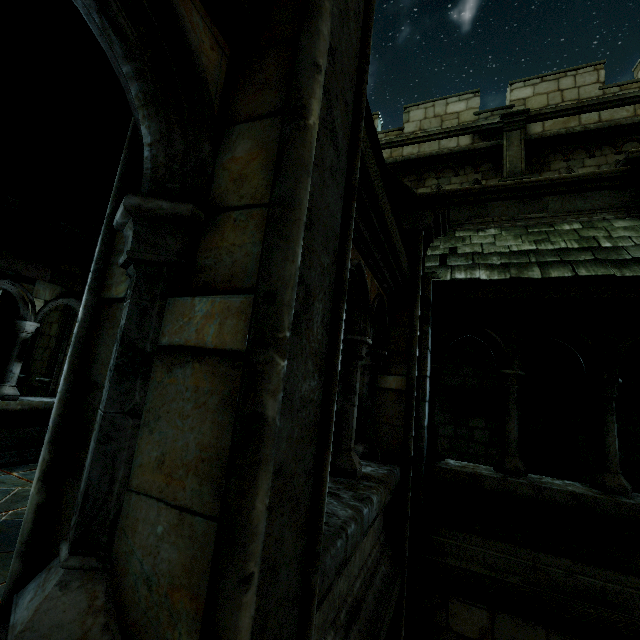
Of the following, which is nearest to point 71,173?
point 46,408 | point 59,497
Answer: point 46,408

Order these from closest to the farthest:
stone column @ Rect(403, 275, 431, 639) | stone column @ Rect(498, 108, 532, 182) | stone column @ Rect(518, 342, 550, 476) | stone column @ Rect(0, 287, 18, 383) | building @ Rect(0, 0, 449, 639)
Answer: building @ Rect(0, 0, 449, 639)
stone column @ Rect(403, 275, 431, 639)
stone column @ Rect(518, 342, 550, 476)
stone column @ Rect(0, 287, 18, 383)
stone column @ Rect(498, 108, 532, 182)

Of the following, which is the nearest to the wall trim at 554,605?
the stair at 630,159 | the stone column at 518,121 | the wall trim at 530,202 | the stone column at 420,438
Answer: the stone column at 420,438

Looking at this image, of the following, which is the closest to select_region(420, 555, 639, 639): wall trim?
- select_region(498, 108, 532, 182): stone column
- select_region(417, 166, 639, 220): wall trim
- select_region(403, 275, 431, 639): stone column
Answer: select_region(403, 275, 431, 639): stone column

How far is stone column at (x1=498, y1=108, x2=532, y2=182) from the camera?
8.5 meters

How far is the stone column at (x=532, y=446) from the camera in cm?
671

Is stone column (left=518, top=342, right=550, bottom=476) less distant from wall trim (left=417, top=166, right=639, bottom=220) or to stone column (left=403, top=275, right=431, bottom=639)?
wall trim (left=417, top=166, right=639, bottom=220)

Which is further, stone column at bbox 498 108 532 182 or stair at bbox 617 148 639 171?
stone column at bbox 498 108 532 182
